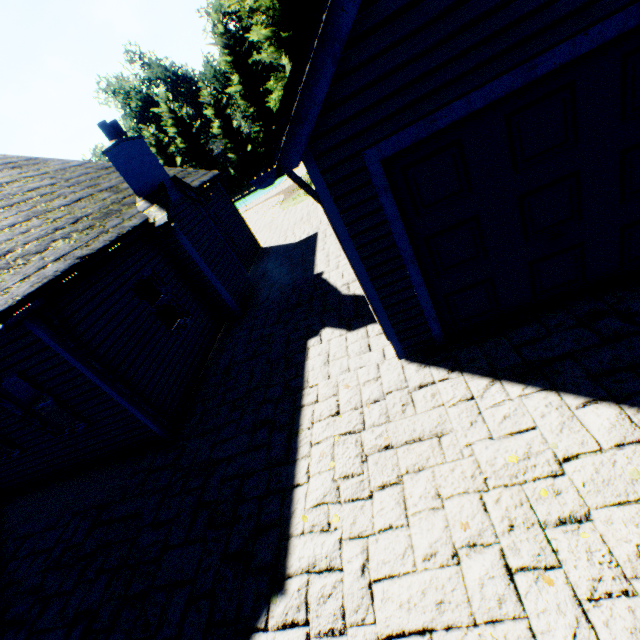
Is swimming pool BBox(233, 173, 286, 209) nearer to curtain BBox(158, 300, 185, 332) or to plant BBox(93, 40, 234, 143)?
plant BBox(93, 40, 234, 143)

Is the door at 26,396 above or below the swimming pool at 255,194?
above

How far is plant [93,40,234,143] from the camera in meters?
48.5 m

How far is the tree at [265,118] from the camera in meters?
37.3

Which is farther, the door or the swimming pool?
the swimming pool

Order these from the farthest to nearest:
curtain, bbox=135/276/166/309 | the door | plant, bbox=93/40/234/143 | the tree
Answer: plant, bbox=93/40/234/143
the tree
the door
curtain, bbox=135/276/166/309

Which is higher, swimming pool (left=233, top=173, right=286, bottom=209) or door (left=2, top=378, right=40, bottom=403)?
door (left=2, top=378, right=40, bottom=403)

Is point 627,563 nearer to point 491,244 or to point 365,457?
point 365,457
